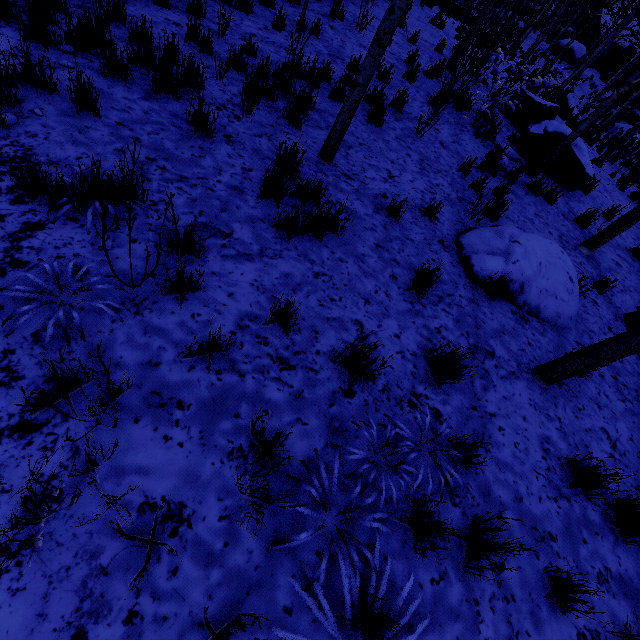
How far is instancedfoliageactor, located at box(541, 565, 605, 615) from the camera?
2.1m

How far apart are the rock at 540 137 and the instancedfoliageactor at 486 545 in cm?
808

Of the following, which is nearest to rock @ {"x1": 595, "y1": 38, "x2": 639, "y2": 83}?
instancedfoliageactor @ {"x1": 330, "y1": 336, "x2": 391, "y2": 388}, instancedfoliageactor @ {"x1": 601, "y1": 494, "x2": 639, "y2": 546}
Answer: instancedfoliageactor @ {"x1": 601, "y1": 494, "x2": 639, "y2": 546}

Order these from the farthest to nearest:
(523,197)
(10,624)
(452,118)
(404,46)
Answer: (404,46)
(452,118)
(523,197)
(10,624)

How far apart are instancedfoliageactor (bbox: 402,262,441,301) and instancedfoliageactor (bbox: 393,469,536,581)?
1.7m

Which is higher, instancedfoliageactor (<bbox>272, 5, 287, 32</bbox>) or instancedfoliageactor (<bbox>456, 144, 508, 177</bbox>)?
instancedfoliageactor (<bbox>456, 144, 508, 177</bbox>)

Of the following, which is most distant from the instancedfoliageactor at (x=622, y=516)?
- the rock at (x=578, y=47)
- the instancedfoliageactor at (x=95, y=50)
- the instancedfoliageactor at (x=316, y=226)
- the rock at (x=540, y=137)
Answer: the rock at (x=578, y=47)
